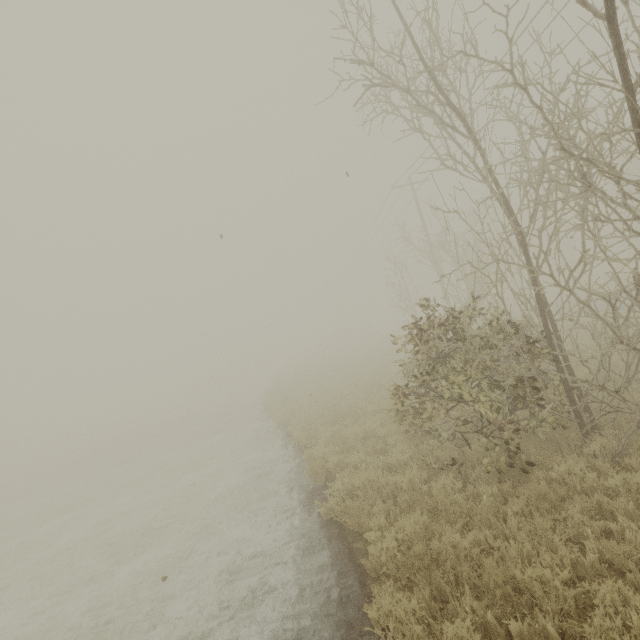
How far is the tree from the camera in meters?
4.2

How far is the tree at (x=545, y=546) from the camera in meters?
4.2

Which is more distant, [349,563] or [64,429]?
[64,429]
